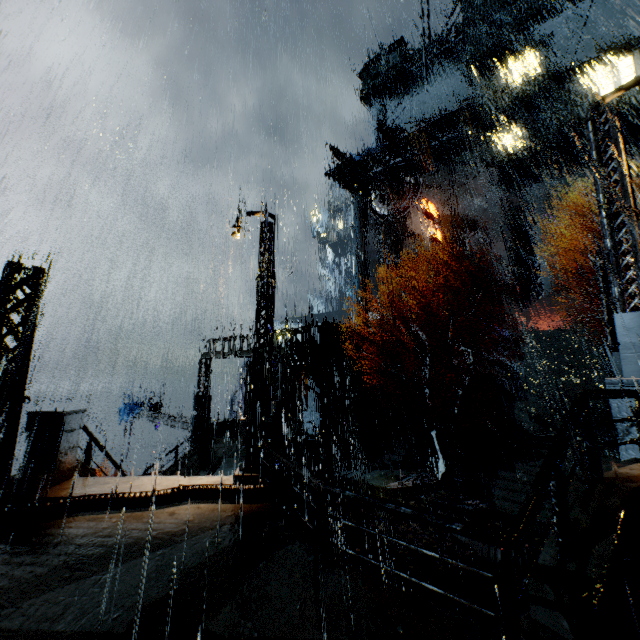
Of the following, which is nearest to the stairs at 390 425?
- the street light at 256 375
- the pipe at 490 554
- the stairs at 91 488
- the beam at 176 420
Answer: the pipe at 490 554

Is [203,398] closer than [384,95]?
Yes

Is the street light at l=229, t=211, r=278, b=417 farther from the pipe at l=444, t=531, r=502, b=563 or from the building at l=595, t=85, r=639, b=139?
the pipe at l=444, t=531, r=502, b=563

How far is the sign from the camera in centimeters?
3875cm

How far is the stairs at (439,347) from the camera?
32.7m

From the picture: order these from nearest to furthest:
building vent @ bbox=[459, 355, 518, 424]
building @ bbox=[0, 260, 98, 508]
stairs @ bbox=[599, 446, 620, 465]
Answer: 1. building @ bbox=[0, 260, 98, 508]
2. stairs @ bbox=[599, 446, 620, 465]
3. building vent @ bbox=[459, 355, 518, 424]

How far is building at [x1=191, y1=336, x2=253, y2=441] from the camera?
21.1 meters

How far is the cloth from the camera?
28.9 meters
